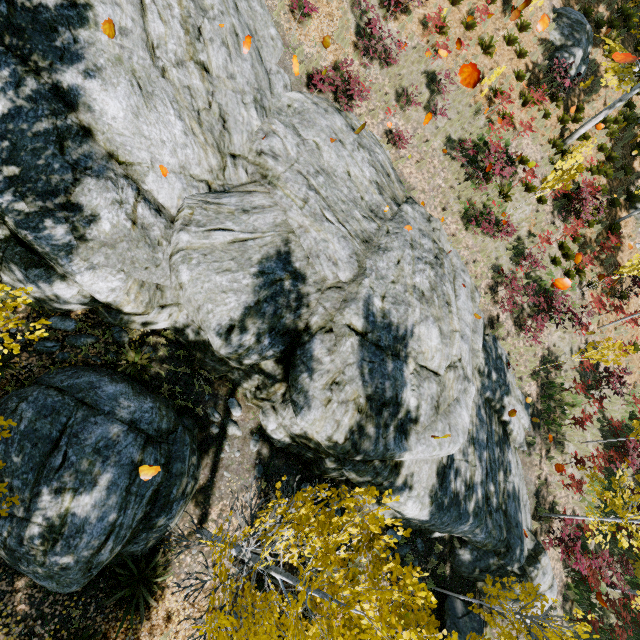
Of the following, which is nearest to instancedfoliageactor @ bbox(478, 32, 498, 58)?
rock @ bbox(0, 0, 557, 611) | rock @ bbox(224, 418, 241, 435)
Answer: rock @ bbox(0, 0, 557, 611)

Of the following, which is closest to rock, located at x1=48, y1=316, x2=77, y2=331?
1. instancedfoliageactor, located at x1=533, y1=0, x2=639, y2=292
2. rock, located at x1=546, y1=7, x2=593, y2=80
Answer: instancedfoliageactor, located at x1=533, y1=0, x2=639, y2=292

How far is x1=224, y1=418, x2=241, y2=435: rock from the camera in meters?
8.7 m

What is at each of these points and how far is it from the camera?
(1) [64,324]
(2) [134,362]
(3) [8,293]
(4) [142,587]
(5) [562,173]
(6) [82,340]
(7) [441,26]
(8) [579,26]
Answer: (1) rock, 7.41m
(2) instancedfoliageactor, 8.00m
(3) instancedfoliageactor, 7.02m
(4) instancedfoliageactor, 6.93m
(5) instancedfoliageactor, 12.18m
(6) rock, 7.51m
(7) instancedfoliageactor, 13.84m
(8) rock, 16.03m

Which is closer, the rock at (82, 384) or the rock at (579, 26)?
the rock at (82, 384)

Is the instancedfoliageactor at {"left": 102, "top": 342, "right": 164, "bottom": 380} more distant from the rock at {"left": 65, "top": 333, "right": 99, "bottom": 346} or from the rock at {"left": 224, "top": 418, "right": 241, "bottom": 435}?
the rock at {"left": 224, "top": 418, "right": 241, "bottom": 435}

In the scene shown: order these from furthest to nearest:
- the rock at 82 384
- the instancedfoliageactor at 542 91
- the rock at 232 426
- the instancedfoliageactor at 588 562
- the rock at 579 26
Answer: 1. the rock at 579 26
2. the instancedfoliageactor at 542 91
3. the instancedfoliageactor at 588 562
4. the rock at 232 426
5. the rock at 82 384

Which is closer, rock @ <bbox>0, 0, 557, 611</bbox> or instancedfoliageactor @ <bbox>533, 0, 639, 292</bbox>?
rock @ <bbox>0, 0, 557, 611</bbox>
